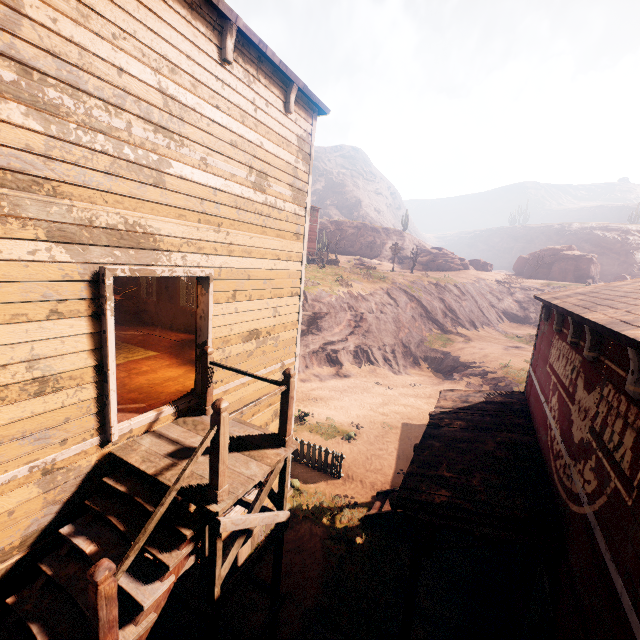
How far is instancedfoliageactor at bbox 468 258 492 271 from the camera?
51.4 meters

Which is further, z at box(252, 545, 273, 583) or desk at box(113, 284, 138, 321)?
desk at box(113, 284, 138, 321)

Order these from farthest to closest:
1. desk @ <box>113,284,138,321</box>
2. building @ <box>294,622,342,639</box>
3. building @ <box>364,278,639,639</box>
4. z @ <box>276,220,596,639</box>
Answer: desk @ <box>113,284,138,321</box>
z @ <box>276,220,596,639</box>
building @ <box>294,622,342,639</box>
building @ <box>364,278,639,639</box>

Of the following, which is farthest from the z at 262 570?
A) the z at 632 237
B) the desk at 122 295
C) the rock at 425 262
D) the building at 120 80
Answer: the z at 632 237

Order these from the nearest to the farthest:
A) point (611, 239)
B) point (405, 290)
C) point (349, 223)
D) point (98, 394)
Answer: point (98, 394), point (405, 290), point (349, 223), point (611, 239)

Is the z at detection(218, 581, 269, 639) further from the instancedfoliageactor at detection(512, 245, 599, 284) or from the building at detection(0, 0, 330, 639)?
the instancedfoliageactor at detection(512, 245, 599, 284)

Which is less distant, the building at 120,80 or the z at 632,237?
the building at 120,80

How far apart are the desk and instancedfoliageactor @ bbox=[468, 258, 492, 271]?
51.9m
